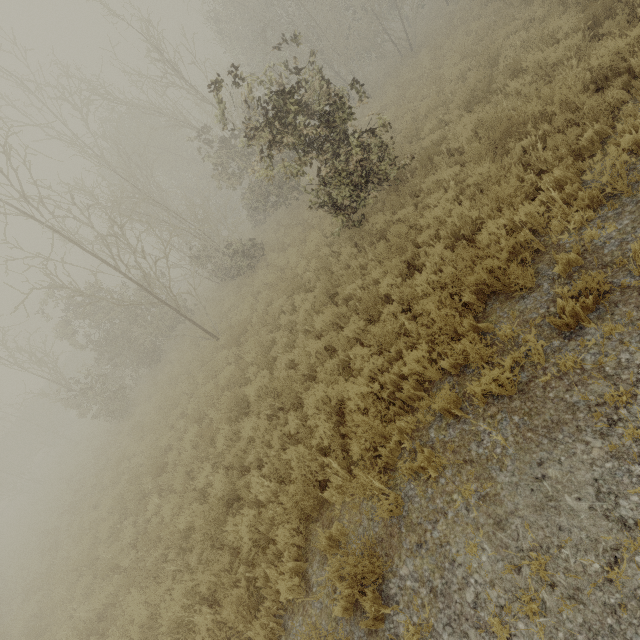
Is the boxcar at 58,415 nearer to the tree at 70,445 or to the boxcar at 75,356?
the boxcar at 75,356

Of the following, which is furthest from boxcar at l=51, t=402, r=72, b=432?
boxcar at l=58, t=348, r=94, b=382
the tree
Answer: the tree

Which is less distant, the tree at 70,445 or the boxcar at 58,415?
the tree at 70,445

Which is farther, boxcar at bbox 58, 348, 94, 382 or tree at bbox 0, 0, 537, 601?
boxcar at bbox 58, 348, 94, 382

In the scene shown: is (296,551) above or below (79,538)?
below

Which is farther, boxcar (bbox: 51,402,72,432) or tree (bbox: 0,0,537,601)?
boxcar (bbox: 51,402,72,432)
